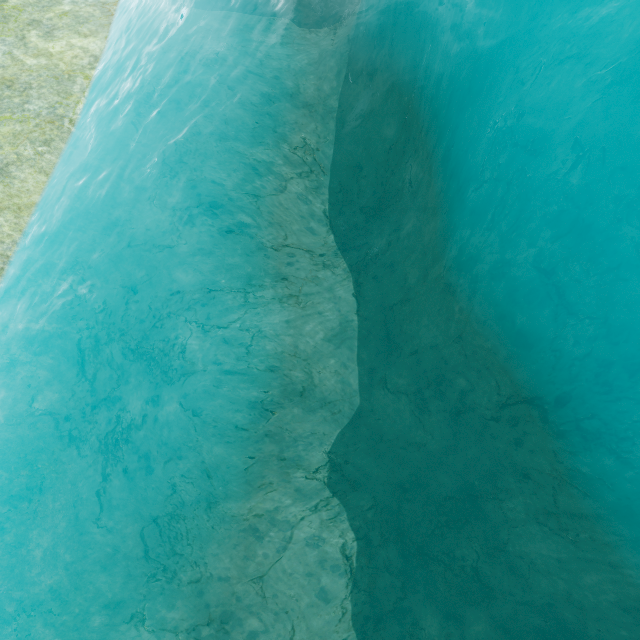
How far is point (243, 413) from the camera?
8.14m
